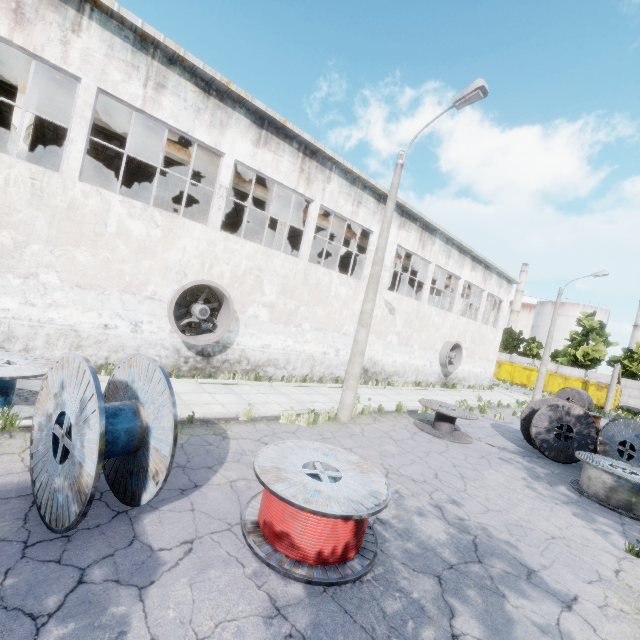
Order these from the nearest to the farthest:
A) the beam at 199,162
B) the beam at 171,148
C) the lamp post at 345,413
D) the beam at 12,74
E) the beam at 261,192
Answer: the lamp post at 345,413, the beam at 12,74, the beam at 171,148, the beam at 199,162, the beam at 261,192

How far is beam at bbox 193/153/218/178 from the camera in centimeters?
1333cm

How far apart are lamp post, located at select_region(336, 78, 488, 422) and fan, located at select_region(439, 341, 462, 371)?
13.28m

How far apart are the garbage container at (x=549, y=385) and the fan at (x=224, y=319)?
39.6 meters

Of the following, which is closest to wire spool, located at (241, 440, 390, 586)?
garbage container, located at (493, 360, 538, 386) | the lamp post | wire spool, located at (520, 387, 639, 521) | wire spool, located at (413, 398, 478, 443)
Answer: the lamp post

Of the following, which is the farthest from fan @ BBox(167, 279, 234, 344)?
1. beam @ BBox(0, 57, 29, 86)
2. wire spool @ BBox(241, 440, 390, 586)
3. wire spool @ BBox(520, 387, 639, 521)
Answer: wire spool @ BBox(520, 387, 639, 521)

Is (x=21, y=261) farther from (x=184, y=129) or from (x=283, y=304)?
(x=283, y=304)
